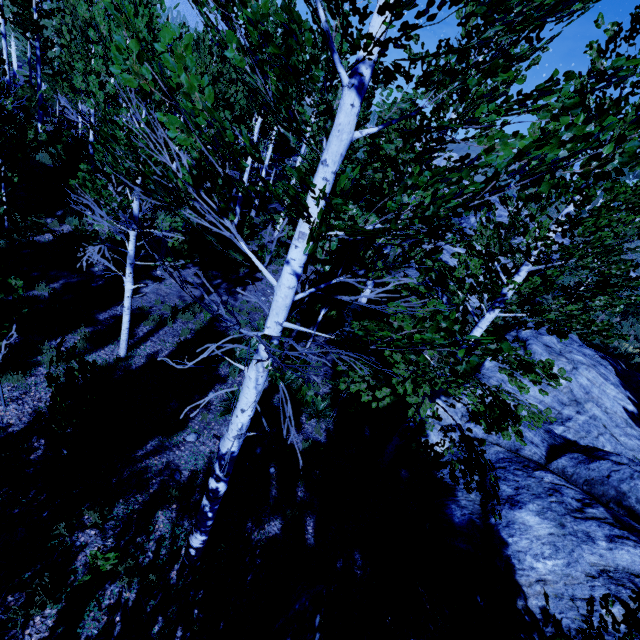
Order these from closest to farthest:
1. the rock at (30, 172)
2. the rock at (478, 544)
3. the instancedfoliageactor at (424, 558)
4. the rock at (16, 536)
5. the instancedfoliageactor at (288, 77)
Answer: the instancedfoliageactor at (288, 77) → the instancedfoliageactor at (424, 558) → the rock at (16, 536) → the rock at (478, 544) → the rock at (30, 172)

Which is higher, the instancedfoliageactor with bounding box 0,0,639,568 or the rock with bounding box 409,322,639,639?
the instancedfoliageactor with bounding box 0,0,639,568

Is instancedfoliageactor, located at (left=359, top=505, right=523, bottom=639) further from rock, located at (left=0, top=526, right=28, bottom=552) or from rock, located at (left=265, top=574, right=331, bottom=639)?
rock, located at (left=0, top=526, right=28, bottom=552)

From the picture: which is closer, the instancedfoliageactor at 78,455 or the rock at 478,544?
the instancedfoliageactor at 78,455

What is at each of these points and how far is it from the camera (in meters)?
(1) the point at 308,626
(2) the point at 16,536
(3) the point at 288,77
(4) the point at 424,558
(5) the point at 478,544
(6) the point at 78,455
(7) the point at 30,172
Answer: (1) rock, 4.84
(2) rock, 4.60
(3) instancedfoliageactor, 1.66
(4) instancedfoliageactor, 6.14
(5) rock, 6.52
(6) instancedfoliageactor, 5.64
(7) rock, 12.95

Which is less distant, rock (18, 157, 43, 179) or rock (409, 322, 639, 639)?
rock (409, 322, 639, 639)

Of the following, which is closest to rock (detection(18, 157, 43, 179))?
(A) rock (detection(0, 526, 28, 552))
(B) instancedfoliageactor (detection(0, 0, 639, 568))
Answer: (B) instancedfoliageactor (detection(0, 0, 639, 568))

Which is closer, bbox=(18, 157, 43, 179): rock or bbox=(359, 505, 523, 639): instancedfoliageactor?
bbox=(359, 505, 523, 639): instancedfoliageactor
